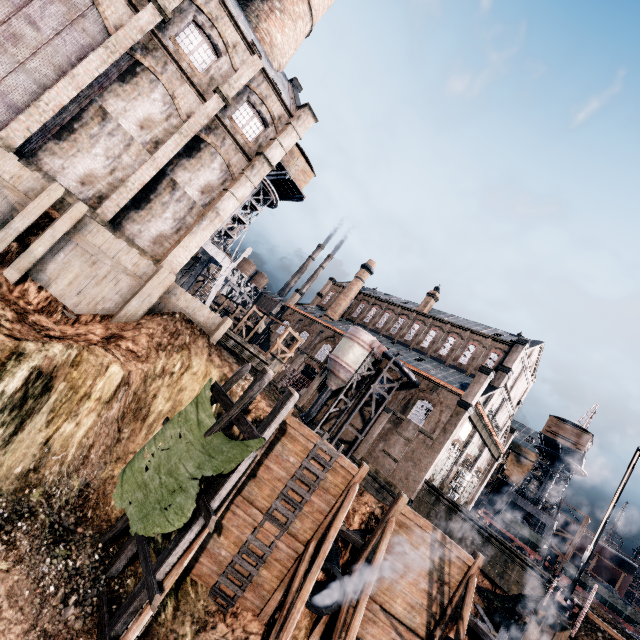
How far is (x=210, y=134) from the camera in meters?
20.0

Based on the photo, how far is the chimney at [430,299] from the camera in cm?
5094

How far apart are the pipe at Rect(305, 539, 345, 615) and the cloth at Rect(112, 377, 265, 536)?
6.5m

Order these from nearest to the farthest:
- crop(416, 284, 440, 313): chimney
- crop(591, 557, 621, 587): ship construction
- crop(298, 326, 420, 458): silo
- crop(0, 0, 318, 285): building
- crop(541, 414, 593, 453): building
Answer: crop(0, 0, 318, 285): building
crop(298, 326, 420, 458): silo
crop(541, 414, 593, 453): building
crop(591, 557, 621, 587): ship construction
crop(416, 284, 440, 313): chimney

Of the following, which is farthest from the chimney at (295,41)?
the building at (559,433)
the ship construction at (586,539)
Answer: the ship construction at (586,539)

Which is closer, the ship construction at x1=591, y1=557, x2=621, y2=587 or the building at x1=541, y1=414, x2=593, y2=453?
the building at x1=541, y1=414, x2=593, y2=453

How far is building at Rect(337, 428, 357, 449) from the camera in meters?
38.2

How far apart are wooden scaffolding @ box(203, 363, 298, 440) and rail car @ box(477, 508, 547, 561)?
39.8 meters
